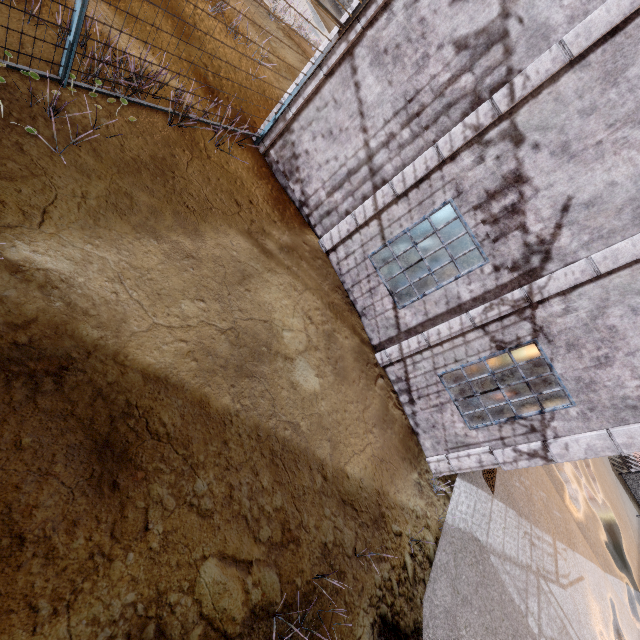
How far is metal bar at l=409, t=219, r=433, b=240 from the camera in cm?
957

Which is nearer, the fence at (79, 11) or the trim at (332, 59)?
the fence at (79, 11)

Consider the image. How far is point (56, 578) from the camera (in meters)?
2.45

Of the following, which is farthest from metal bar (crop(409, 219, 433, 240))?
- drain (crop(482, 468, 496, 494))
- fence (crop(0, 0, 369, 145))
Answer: drain (crop(482, 468, 496, 494))

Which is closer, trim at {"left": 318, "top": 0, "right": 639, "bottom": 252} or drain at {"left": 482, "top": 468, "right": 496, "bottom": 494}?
trim at {"left": 318, "top": 0, "right": 639, "bottom": 252}

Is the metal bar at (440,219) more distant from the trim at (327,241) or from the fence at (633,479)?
the fence at (633,479)

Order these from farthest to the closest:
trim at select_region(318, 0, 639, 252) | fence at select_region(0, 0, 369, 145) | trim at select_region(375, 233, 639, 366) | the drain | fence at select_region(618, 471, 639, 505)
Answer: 1. fence at select_region(618, 471, 639, 505)
2. the drain
3. trim at select_region(375, 233, 639, 366)
4. trim at select_region(318, 0, 639, 252)
5. fence at select_region(0, 0, 369, 145)
